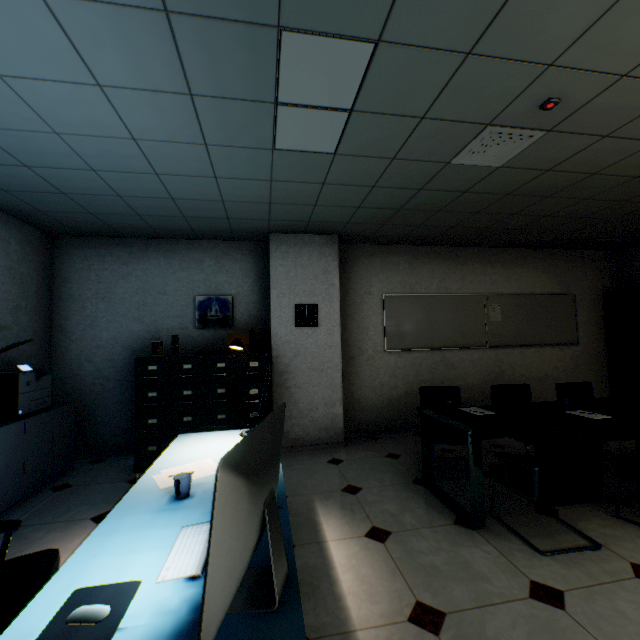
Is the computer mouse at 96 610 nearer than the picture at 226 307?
Yes

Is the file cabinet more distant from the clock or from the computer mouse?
the computer mouse

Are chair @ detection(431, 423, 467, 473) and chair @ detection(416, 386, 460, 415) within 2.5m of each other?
yes

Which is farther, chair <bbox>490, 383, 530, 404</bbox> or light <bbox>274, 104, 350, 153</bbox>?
chair <bbox>490, 383, 530, 404</bbox>

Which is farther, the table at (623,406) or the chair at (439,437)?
the chair at (439,437)

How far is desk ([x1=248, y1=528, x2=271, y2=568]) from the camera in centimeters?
109cm

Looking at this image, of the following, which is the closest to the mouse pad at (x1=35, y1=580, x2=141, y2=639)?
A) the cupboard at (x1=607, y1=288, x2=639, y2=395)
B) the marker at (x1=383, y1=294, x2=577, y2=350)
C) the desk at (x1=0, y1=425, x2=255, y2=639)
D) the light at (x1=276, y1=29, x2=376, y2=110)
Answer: the desk at (x1=0, y1=425, x2=255, y2=639)

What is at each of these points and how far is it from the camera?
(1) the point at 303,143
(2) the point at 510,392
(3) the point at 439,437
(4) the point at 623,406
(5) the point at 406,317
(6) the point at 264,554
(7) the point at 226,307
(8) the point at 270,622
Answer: (1) light, 2.4m
(2) chair, 4.0m
(3) chair, 3.5m
(4) table, 3.2m
(5) marker, 5.2m
(6) desk, 1.2m
(7) picture, 4.7m
(8) desk, 0.9m
